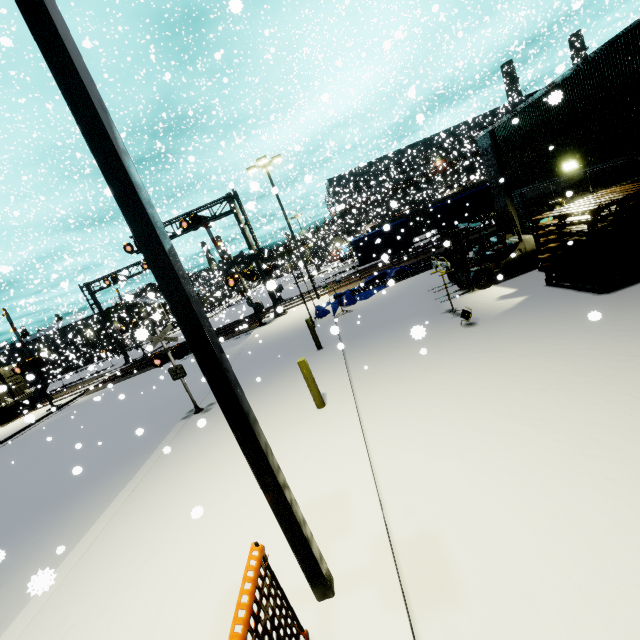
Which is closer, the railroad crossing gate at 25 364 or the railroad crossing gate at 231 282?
the railroad crossing gate at 231 282

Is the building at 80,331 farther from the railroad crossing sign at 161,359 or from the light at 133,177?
the light at 133,177

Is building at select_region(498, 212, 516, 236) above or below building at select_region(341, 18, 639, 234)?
below

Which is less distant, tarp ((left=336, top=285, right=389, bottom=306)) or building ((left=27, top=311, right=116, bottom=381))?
tarp ((left=336, top=285, right=389, bottom=306))

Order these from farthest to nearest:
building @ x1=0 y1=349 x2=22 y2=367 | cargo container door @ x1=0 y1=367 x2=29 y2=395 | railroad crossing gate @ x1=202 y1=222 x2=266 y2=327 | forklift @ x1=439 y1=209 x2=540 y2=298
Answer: building @ x1=0 y1=349 x2=22 y2=367 < cargo container door @ x1=0 y1=367 x2=29 y2=395 < railroad crossing gate @ x1=202 y1=222 x2=266 y2=327 < forklift @ x1=439 y1=209 x2=540 y2=298

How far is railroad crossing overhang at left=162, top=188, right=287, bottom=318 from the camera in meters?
20.9

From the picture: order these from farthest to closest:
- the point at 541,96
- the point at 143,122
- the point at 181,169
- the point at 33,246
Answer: the point at 181,169, the point at 143,122, the point at 33,246, the point at 541,96

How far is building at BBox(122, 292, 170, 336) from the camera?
4.6 meters
